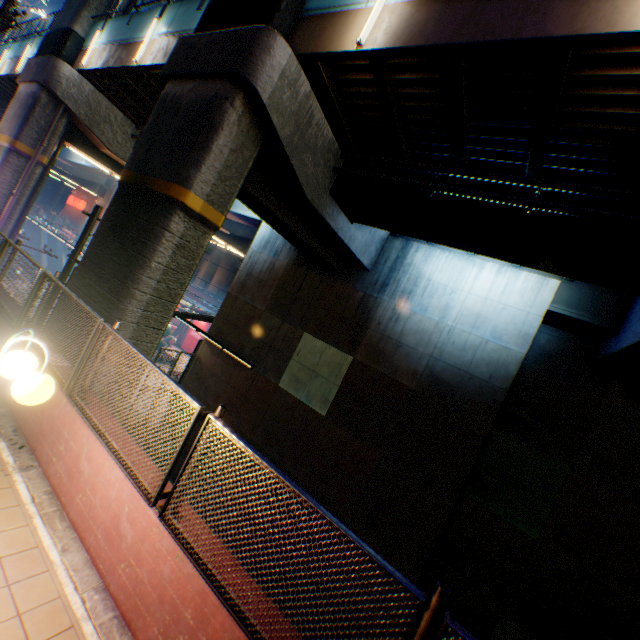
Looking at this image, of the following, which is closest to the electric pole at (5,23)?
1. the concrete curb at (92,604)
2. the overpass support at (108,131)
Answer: the concrete curb at (92,604)

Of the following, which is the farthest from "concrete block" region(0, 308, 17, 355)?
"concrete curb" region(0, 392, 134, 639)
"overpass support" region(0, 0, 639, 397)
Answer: "overpass support" region(0, 0, 639, 397)

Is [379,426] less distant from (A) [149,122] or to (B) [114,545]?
(B) [114,545]

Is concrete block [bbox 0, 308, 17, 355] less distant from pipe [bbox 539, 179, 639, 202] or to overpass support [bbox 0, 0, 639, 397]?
overpass support [bbox 0, 0, 639, 397]

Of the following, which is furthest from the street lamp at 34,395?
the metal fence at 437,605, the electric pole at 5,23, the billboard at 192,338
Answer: the billboard at 192,338

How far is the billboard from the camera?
36.4 meters

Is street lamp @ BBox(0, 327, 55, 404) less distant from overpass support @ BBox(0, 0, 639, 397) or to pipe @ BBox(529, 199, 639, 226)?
overpass support @ BBox(0, 0, 639, 397)

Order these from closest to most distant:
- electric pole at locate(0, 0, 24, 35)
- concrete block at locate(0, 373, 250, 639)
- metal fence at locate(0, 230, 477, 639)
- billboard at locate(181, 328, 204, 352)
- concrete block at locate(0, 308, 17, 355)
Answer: metal fence at locate(0, 230, 477, 639), concrete block at locate(0, 373, 250, 639), concrete block at locate(0, 308, 17, 355), electric pole at locate(0, 0, 24, 35), billboard at locate(181, 328, 204, 352)
